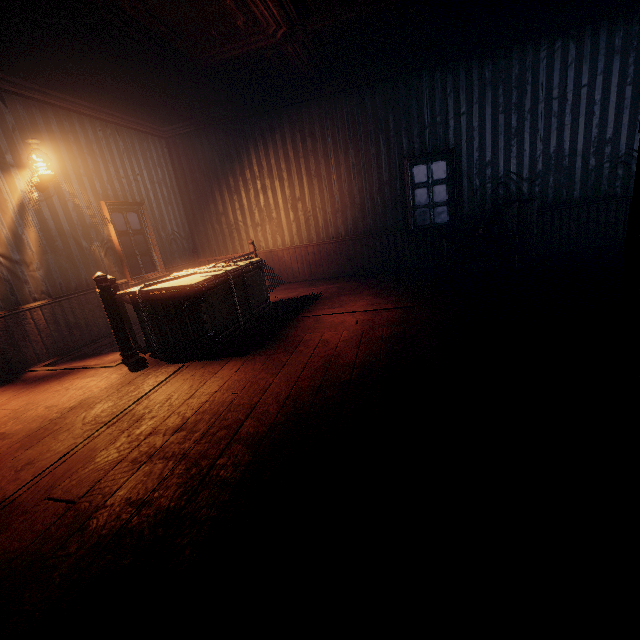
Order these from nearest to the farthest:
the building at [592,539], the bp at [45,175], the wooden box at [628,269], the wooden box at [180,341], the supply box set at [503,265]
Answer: the building at [592,539] → the wooden box at [628,269] → the wooden box at [180,341] → the bp at [45,175] → the supply box set at [503,265]

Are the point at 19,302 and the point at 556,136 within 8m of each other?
no

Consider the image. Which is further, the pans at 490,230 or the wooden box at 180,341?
the pans at 490,230

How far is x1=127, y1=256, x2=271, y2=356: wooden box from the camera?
3.9 meters

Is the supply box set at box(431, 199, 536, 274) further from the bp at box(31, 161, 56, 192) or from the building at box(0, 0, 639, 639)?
the bp at box(31, 161, 56, 192)

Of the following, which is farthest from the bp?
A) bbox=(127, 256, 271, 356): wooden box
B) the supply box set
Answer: the supply box set

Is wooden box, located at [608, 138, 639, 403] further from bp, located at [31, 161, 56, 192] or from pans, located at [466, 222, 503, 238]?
bp, located at [31, 161, 56, 192]

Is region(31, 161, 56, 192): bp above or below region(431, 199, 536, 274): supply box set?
above
